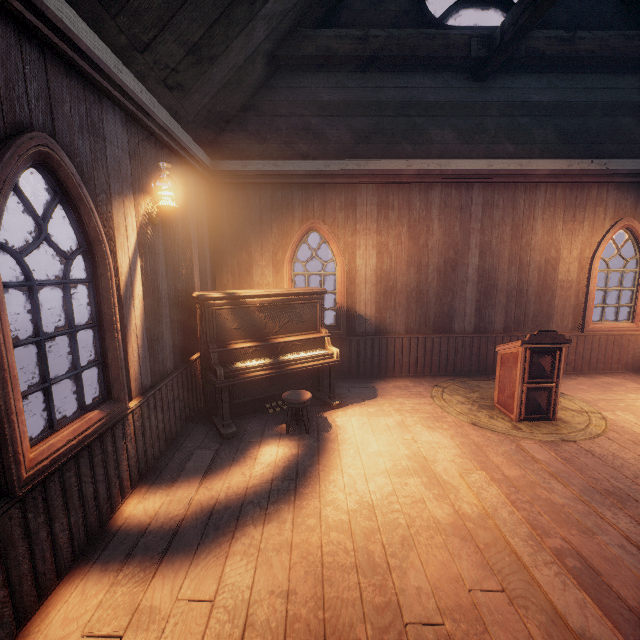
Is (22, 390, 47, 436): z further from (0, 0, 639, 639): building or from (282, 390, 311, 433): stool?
(282, 390, 311, 433): stool

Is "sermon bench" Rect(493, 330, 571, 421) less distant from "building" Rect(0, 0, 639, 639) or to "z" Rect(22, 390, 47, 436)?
"building" Rect(0, 0, 639, 639)

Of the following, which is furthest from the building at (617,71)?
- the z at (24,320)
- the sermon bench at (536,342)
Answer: the sermon bench at (536,342)

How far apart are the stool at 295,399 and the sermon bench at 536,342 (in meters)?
2.88

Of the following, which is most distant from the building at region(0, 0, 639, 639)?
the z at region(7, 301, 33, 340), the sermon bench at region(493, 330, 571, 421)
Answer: the sermon bench at region(493, 330, 571, 421)

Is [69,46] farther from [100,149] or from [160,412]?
[160,412]

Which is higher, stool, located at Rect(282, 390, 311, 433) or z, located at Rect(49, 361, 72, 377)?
stool, located at Rect(282, 390, 311, 433)

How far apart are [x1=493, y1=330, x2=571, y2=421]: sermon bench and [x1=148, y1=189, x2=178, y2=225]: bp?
4.7 meters
